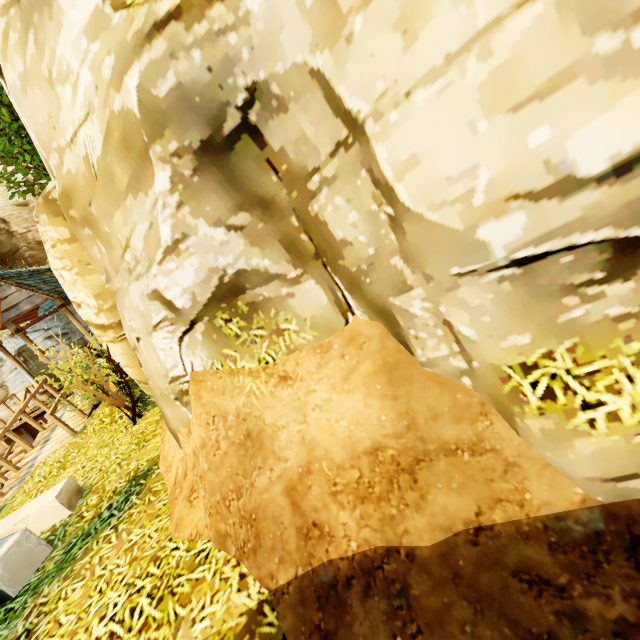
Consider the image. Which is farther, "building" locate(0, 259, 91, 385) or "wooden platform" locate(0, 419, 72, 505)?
"building" locate(0, 259, 91, 385)

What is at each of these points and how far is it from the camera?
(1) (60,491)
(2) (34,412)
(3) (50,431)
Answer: (1) stone, 5.27m
(2) wooden platform, 11.85m
(3) wooden platform, 9.28m

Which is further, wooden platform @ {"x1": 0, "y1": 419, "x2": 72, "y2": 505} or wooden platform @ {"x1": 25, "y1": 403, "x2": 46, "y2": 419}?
wooden platform @ {"x1": 25, "y1": 403, "x2": 46, "y2": 419}

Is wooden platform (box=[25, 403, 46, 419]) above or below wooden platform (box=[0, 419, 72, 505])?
above

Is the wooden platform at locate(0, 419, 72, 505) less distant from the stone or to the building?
the building

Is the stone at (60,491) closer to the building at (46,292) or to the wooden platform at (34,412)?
the wooden platform at (34,412)

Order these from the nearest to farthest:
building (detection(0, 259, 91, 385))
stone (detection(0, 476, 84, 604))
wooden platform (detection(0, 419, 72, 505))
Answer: stone (detection(0, 476, 84, 604))
wooden platform (detection(0, 419, 72, 505))
building (detection(0, 259, 91, 385))
